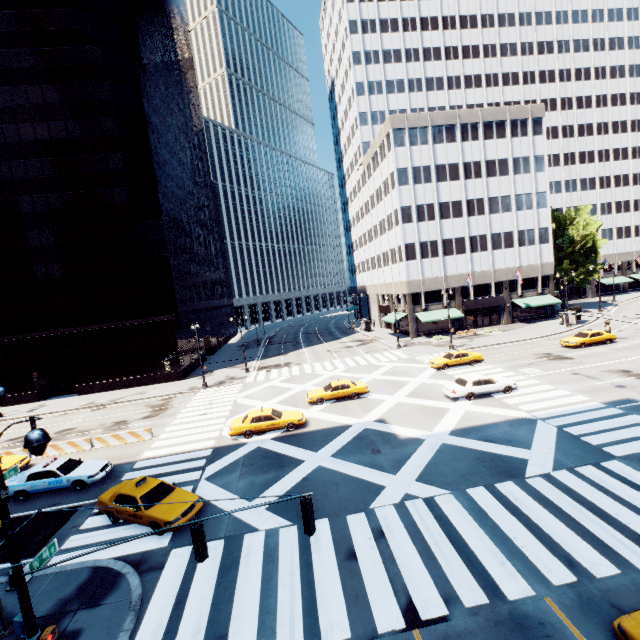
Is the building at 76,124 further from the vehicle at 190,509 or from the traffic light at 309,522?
the traffic light at 309,522

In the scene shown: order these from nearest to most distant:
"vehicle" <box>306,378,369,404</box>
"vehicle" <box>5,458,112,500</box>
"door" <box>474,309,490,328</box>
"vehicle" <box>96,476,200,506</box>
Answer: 1. "vehicle" <box>96,476,200,506</box>
2. "vehicle" <box>5,458,112,500</box>
3. "vehicle" <box>306,378,369,404</box>
4. "door" <box>474,309,490,328</box>

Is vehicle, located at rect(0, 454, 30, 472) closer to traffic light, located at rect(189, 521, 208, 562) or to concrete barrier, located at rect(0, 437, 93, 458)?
concrete barrier, located at rect(0, 437, 93, 458)

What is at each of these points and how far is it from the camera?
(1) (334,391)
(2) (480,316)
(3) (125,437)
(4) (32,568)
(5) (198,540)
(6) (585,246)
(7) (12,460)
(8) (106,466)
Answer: (1) vehicle, 26.48m
(2) door, 51.19m
(3) concrete barrier, 23.70m
(4) light, 7.27m
(5) traffic light, 7.24m
(6) tree, 52.81m
(7) vehicle, 21.08m
(8) vehicle, 19.03m

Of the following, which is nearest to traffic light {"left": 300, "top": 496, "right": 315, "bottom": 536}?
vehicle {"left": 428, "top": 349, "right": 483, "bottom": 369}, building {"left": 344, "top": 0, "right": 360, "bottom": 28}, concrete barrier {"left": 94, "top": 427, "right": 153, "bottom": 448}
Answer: concrete barrier {"left": 94, "top": 427, "right": 153, "bottom": 448}

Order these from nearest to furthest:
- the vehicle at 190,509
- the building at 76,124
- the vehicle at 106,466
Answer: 1. the vehicle at 190,509
2. the vehicle at 106,466
3. the building at 76,124

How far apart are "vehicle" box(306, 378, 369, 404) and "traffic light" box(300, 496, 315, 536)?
18.4m

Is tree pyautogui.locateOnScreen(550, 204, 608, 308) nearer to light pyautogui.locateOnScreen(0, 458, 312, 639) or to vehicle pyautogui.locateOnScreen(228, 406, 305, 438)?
light pyautogui.locateOnScreen(0, 458, 312, 639)
